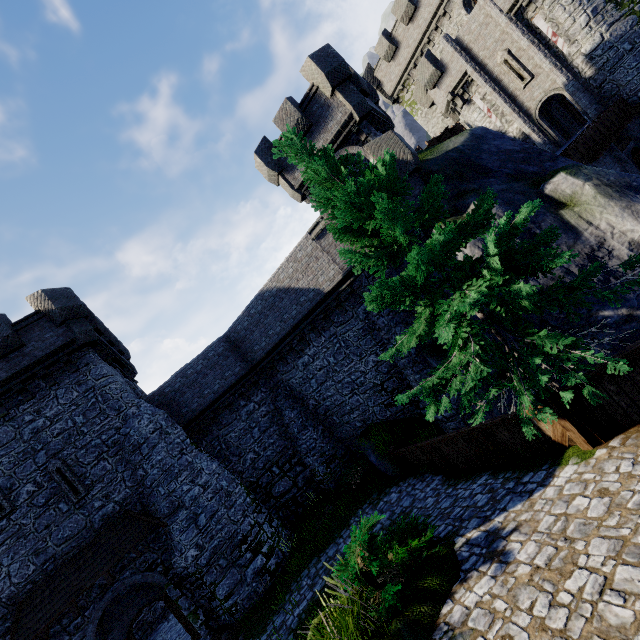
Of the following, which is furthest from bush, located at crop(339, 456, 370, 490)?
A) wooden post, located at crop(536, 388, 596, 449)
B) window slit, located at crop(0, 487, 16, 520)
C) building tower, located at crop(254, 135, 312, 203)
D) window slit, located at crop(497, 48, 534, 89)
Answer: window slit, located at crop(497, 48, 534, 89)

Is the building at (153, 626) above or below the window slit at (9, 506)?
below

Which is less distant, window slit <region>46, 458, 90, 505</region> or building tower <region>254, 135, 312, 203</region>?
window slit <region>46, 458, 90, 505</region>

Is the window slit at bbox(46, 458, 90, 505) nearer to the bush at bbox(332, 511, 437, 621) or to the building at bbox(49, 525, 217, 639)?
the building at bbox(49, 525, 217, 639)

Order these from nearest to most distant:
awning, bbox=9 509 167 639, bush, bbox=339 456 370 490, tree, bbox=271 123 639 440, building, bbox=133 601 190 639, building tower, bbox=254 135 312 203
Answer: tree, bbox=271 123 639 440
awning, bbox=9 509 167 639
bush, bbox=339 456 370 490
building, bbox=133 601 190 639
building tower, bbox=254 135 312 203

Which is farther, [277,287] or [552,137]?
[552,137]

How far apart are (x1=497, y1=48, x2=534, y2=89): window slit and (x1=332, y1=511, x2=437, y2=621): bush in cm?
2671

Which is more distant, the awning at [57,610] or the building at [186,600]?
the building at [186,600]
